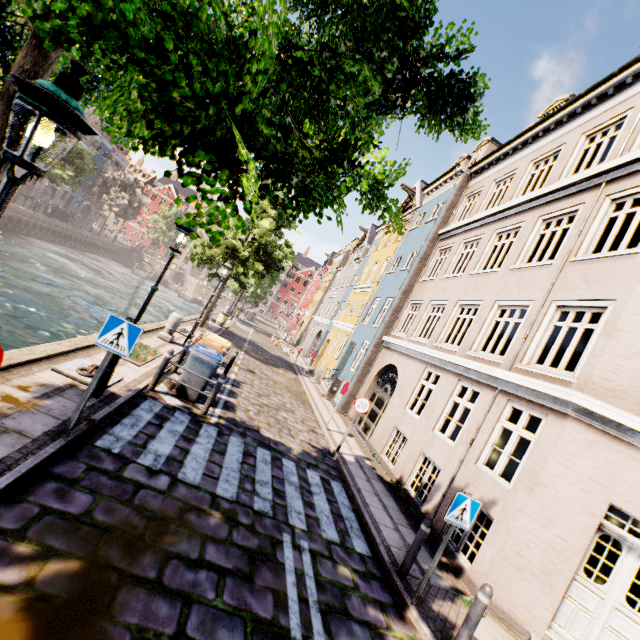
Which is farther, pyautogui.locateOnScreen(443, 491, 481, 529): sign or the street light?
pyautogui.locateOnScreen(443, 491, 481, 529): sign

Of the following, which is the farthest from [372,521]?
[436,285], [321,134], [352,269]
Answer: [352,269]

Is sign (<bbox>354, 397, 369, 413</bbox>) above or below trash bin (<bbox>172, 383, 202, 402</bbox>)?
above

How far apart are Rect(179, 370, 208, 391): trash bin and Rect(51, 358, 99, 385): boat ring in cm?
125

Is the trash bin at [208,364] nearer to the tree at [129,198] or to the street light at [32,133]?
the street light at [32,133]

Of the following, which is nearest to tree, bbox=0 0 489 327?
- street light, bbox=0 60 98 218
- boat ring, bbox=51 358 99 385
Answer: street light, bbox=0 60 98 218

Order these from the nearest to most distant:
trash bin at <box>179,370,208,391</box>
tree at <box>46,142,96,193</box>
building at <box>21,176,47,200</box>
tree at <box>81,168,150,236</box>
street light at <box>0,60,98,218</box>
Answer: street light at <box>0,60,98,218</box> < trash bin at <box>179,370,208,391</box> < tree at <box>46,142,96,193</box> < building at <box>21,176,47,200</box> < tree at <box>81,168,150,236</box>

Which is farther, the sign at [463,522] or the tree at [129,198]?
the tree at [129,198]
